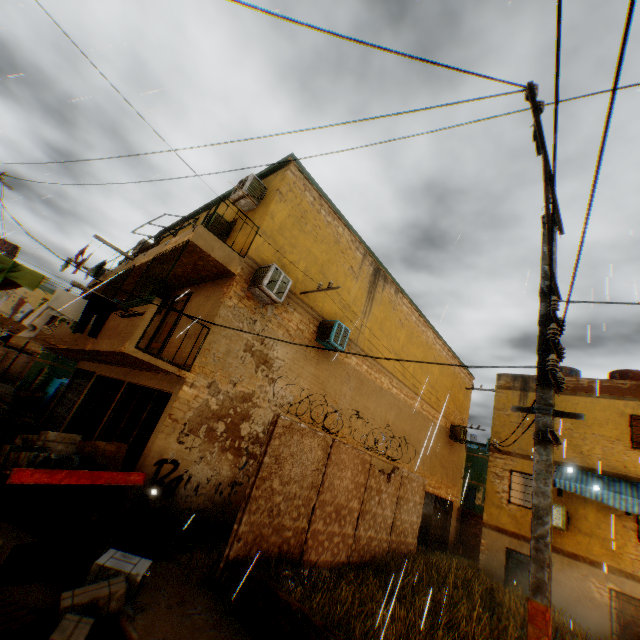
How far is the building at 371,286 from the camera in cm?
869

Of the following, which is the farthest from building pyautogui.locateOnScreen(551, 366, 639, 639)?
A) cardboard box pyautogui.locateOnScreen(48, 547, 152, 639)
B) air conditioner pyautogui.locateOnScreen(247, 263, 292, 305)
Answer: cardboard box pyautogui.locateOnScreen(48, 547, 152, 639)

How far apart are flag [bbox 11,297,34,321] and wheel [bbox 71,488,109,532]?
13.1 meters

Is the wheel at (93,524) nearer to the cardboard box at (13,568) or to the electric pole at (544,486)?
the cardboard box at (13,568)

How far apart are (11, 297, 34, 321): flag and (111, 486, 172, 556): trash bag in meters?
14.1 m

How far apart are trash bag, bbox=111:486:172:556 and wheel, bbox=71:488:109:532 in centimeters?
37cm

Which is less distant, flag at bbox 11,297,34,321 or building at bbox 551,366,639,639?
building at bbox 551,366,639,639

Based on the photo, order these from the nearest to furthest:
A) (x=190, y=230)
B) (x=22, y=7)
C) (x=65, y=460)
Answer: (x=65, y=460)
(x=190, y=230)
(x=22, y=7)
